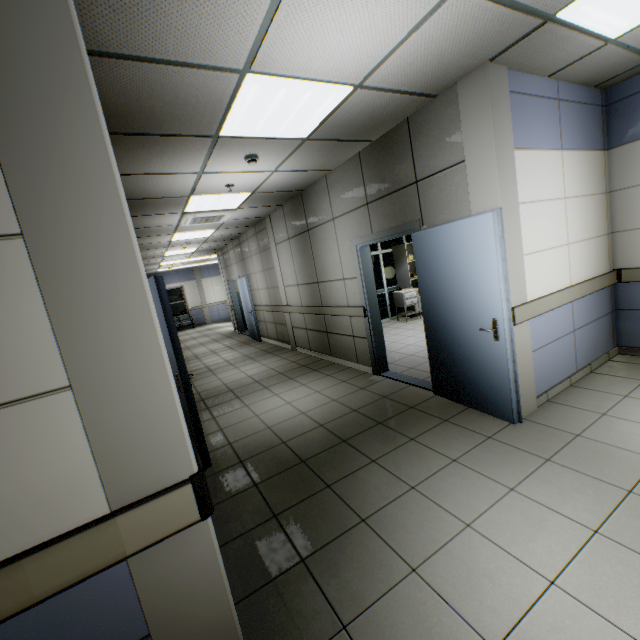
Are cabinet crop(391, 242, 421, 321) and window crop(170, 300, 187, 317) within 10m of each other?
no

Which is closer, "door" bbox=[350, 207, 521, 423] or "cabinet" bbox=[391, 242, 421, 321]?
"door" bbox=[350, 207, 521, 423]

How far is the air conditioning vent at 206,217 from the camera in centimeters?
592cm

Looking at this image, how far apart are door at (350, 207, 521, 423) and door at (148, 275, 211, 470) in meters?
2.7 m

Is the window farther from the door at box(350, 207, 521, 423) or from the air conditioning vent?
the door at box(350, 207, 521, 423)

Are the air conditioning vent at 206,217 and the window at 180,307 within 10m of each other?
no

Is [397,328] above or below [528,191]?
below

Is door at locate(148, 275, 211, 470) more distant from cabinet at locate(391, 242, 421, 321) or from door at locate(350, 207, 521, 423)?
cabinet at locate(391, 242, 421, 321)
